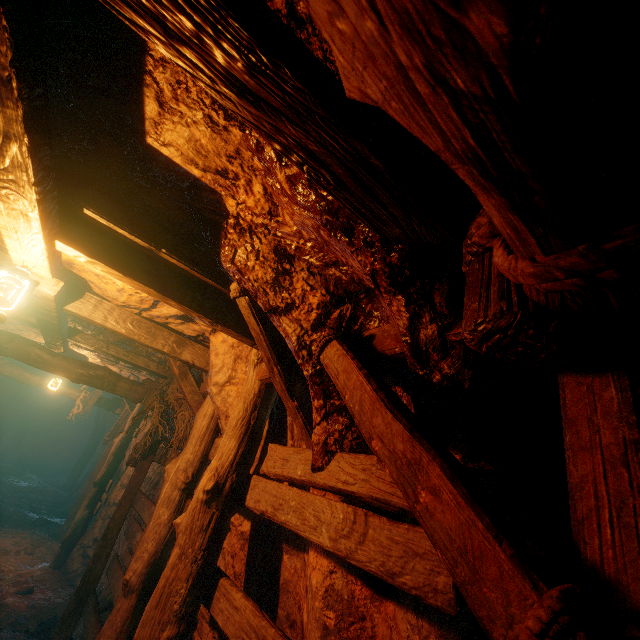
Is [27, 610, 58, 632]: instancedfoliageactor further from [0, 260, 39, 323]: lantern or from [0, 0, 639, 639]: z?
[0, 260, 39, 323]: lantern

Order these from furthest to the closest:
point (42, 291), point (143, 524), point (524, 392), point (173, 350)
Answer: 1. point (143, 524)
2. point (173, 350)
3. point (42, 291)
4. point (524, 392)

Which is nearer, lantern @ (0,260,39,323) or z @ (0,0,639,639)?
z @ (0,0,639,639)

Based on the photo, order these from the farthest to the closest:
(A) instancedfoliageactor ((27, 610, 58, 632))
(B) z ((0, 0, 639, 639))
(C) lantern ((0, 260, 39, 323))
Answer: (A) instancedfoliageactor ((27, 610, 58, 632))
(C) lantern ((0, 260, 39, 323))
(B) z ((0, 0, 639, 639))

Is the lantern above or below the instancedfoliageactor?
above

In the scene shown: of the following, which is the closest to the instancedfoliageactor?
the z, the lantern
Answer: the z

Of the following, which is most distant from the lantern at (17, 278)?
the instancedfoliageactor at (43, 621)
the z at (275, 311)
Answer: the instancedfoliageactor at (43, 621)
